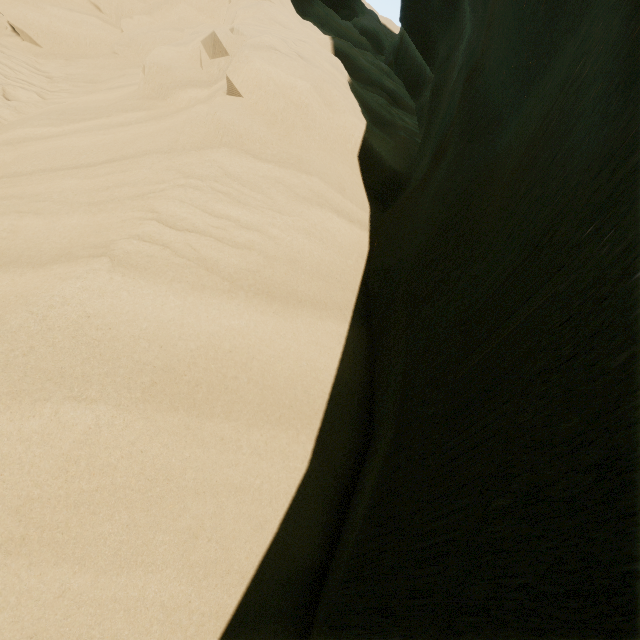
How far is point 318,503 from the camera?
2.5 meters
